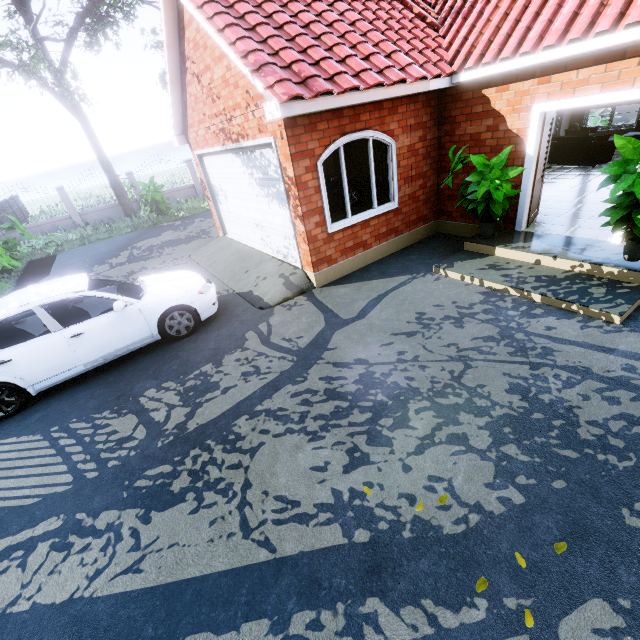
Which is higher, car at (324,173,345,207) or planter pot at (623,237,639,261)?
car at (324,173,345,207)

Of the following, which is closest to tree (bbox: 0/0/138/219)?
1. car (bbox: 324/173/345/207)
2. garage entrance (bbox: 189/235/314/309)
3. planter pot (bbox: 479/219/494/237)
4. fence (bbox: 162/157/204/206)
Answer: fence (bbox: 162/157/204/206)

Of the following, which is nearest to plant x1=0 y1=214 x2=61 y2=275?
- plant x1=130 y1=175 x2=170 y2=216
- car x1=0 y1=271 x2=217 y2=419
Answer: plant x1=130 y1=175 x2=170 y2=216

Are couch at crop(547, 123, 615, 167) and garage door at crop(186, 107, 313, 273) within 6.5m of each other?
no

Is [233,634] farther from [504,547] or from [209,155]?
[209,155]

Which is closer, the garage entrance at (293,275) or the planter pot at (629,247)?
the planter pot at (629,247)

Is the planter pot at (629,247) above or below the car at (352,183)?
below

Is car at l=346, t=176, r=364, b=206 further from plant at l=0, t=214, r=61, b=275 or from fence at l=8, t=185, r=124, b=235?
plant at l=0, t=214, r=61, b=275
